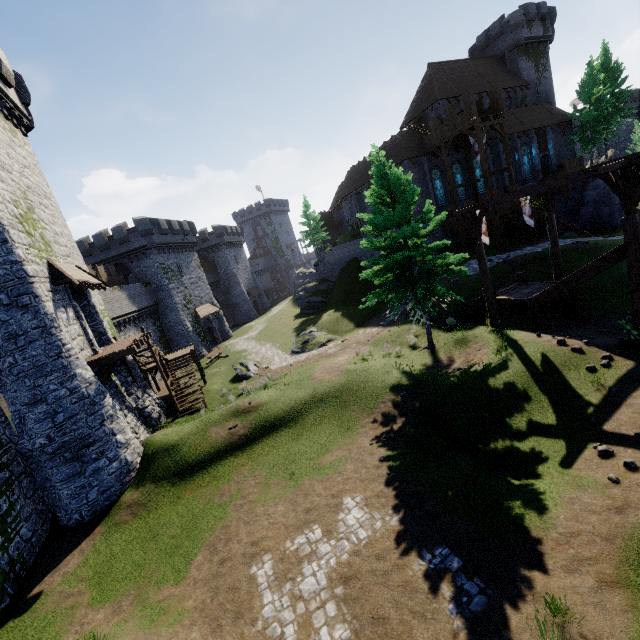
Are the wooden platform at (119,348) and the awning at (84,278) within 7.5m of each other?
yes

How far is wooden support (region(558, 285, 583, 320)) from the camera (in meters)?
17.09

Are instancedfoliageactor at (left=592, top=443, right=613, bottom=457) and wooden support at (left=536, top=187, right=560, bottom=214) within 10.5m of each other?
no

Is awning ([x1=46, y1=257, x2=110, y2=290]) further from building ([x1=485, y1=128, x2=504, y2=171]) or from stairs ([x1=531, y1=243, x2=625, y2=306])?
building ([x1=485, y1=128, x2=504, y2=171])

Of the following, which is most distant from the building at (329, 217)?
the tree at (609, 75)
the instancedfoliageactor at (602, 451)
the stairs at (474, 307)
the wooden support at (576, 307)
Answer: the instancedfoliageactor at (602, 451)

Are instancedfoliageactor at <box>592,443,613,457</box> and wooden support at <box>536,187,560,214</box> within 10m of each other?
no

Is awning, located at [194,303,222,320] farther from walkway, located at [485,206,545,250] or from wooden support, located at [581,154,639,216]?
wooden support, located at [581,154,639,216]

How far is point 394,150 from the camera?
33.6 meters
